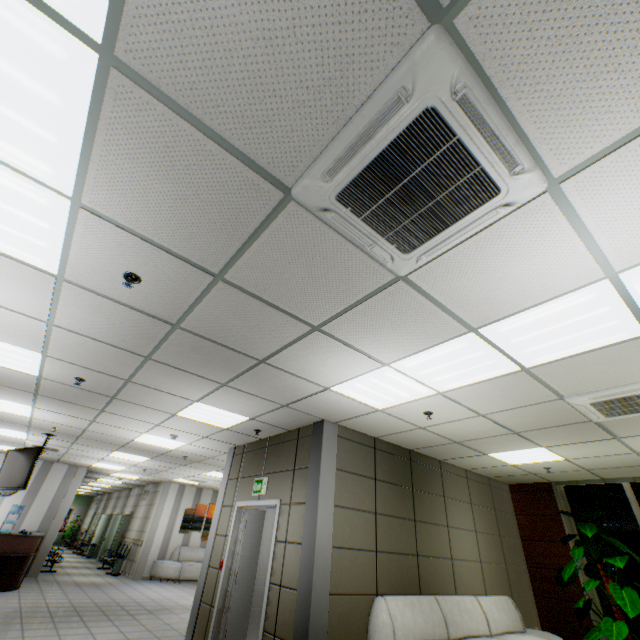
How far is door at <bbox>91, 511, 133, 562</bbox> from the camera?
15.8m

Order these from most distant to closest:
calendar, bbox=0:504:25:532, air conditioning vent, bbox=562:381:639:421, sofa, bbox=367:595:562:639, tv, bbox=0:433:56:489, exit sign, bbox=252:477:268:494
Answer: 1. calendar, bbox=0:504:25:532
2. tv, bbox=0:433:56:489
3. exit sign, bbox=252:477:268:494
4. sofa, bbox=367:595:562:639
5. air conditioning vent, bbox=562:381:639:421

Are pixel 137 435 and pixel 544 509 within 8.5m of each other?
no

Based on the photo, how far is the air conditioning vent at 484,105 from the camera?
1.36m

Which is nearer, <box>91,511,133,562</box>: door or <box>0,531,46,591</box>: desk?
<box>0,531,46,591</box>: desk

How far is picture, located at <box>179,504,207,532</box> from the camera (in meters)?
13.48

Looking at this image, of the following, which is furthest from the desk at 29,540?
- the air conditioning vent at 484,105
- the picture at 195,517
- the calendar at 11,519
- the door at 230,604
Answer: the air conditioning vent at 484,105

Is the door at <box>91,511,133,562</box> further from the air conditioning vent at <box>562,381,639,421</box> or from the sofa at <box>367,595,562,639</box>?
the air conditioning vent at <box>562,381,639,421</box>
